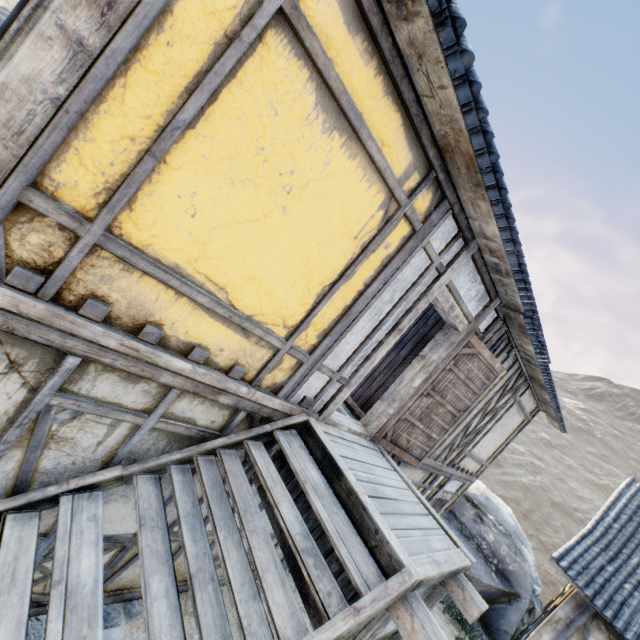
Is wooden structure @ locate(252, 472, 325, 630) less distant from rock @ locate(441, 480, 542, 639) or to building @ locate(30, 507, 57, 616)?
building @ locate(30, 507, 57, 616)

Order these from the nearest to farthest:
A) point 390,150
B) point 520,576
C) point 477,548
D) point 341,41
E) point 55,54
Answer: point 55,54, point 341,41, point 390,150, point 520,576, point 477,548

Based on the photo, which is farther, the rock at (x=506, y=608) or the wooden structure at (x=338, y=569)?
the rock at (x=506, y=608)

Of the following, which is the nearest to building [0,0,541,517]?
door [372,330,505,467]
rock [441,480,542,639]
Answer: door [372,330,505,467]

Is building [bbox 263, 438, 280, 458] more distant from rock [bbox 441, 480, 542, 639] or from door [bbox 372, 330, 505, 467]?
rock [bbox 441, 480, 542, 639]

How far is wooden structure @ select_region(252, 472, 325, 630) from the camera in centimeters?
267cm

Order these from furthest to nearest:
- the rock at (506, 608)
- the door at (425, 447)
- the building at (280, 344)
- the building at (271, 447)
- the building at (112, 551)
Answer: the rock at (506, 608) → the door at (425, 447) → the building at (271, 447) → the building at (112, 551) → the building at (280, 344)

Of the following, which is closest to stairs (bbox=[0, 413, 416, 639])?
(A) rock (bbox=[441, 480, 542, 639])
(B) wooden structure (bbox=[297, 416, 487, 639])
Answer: (B) wooden structure (bbox=[297, 416, 487, 639])
